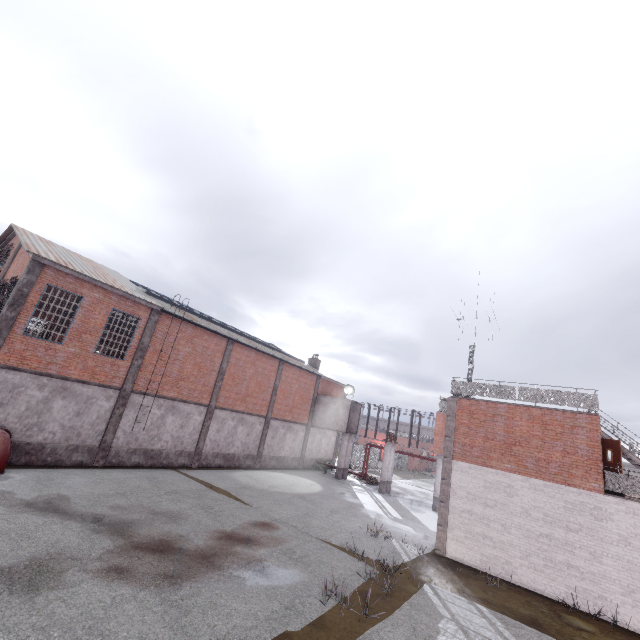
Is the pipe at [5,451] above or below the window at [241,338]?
below

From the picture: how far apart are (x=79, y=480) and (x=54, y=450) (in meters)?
2.65

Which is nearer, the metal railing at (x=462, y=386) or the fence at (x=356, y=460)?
the metal railing at (x=462, y=386)

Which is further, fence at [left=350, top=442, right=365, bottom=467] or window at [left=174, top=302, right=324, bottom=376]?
fence at [left=350, top=442, right=365, bottom=467]

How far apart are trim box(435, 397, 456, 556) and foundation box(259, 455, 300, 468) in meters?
15.3 m

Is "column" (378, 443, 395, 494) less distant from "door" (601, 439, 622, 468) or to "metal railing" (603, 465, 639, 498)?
"metal railing" (603, 465, 639, 498)

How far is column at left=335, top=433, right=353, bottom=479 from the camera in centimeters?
2914cm

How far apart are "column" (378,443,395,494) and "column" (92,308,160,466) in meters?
20.0
